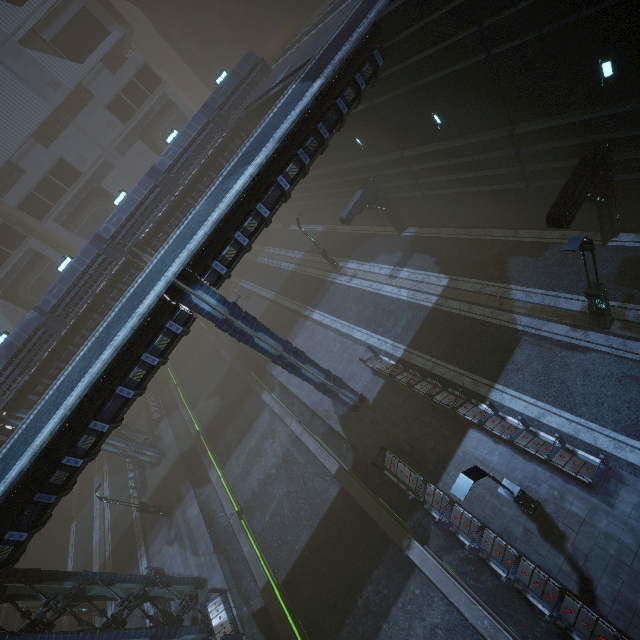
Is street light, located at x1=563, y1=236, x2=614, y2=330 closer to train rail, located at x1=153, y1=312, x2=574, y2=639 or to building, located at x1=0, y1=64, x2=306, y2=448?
building, located at x1=0, y1=64, x2=306, y2=448

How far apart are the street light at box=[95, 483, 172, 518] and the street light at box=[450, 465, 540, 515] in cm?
2224

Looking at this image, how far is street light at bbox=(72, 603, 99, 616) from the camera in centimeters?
2145cm

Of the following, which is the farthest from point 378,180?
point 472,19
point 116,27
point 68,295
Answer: point 116,27

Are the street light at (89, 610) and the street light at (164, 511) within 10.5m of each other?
yes

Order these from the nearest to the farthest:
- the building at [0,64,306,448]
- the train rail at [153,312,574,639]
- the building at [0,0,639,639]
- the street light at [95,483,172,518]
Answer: the building at [0,0,639,639] < the train rail at [153,312,574,639] < the street light at [95,483,172,518] < the building at [0,64,306,448]

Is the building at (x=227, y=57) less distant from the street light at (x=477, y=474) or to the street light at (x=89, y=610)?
the street light at (x=477, y=474)

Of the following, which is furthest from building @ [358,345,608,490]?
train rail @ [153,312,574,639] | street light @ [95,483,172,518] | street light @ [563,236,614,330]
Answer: street light @ [95,483,172,518]
